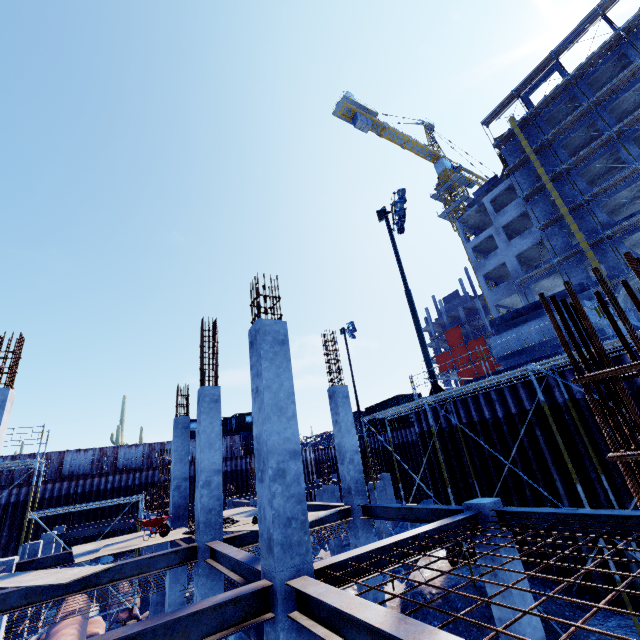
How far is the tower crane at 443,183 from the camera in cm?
4969

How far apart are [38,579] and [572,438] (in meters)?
14.13

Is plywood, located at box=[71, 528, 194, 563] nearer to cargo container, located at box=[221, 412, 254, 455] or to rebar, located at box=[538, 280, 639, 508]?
rebar, located at box=[538, 280, 639, 508]

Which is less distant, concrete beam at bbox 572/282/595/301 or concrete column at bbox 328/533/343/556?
concrete beam at bbox 572/282/595/301

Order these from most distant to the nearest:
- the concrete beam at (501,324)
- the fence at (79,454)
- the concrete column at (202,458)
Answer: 1. the fence at (79,454)
2. the concrete beam at (501,324)
3. the concrete column at (202,458)

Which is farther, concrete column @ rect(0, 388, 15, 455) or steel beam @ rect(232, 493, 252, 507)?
steel beam @ rect(232, 493, 252, 507)

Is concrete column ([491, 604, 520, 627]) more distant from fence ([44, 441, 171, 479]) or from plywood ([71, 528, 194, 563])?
fence ([44, 441, 171, 479])

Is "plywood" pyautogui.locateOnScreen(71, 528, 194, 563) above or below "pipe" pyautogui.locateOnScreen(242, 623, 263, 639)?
above
